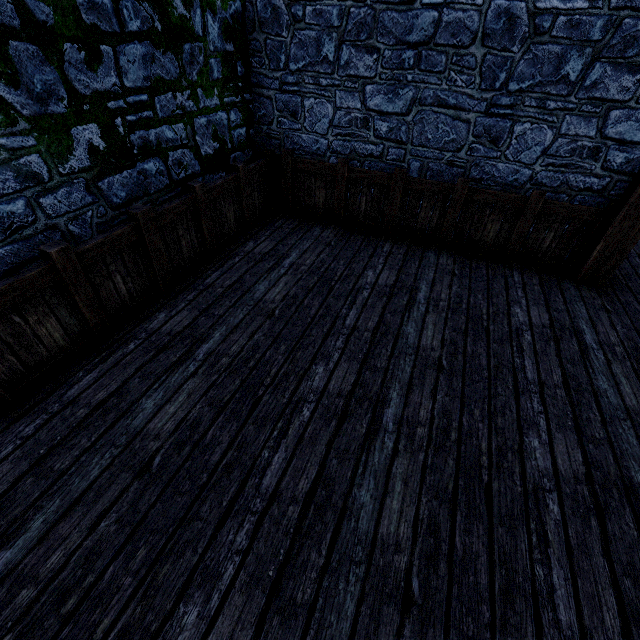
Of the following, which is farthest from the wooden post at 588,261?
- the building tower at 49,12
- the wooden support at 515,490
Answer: the wooden support at 515,490

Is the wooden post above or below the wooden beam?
above

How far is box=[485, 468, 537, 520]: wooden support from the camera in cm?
234

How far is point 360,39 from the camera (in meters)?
4.23

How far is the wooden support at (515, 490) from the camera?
2.34m

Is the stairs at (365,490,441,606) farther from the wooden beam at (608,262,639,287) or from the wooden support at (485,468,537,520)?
the wooden beam at (608,262,639,287)

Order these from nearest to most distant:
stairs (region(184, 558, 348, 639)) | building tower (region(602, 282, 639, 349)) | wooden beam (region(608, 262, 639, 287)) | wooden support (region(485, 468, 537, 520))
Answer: stairs (region(184, 558, 348, 639)) < wooden support (region(485, 468, 537, 520)) < building tower (region(602, 282, 639, 349)) < wooden beam (region(608, 262, 639, 287))

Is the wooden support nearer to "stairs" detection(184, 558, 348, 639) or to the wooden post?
"stairs" detection(184, 558, 348, 639)
